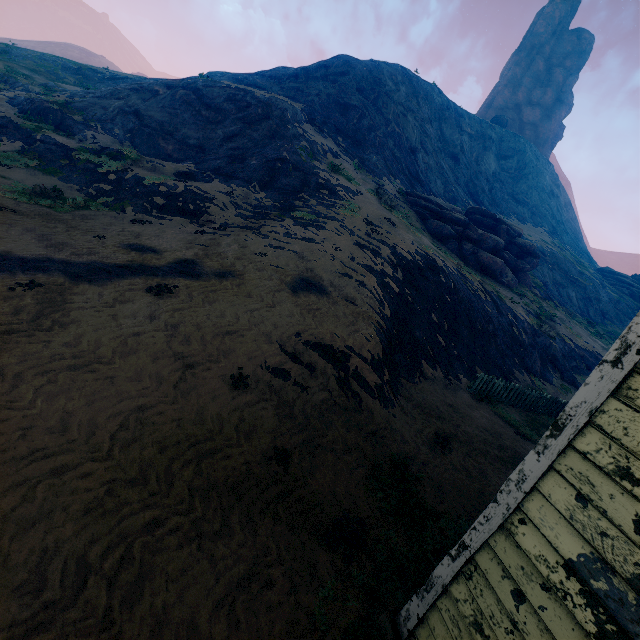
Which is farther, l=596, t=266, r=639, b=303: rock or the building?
l=596, t=266, r=639, b=303: rock

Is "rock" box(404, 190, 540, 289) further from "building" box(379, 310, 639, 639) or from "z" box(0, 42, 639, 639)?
"building" box(379, 310, 639, 639)

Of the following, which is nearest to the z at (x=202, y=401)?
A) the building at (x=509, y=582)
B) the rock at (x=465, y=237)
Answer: the building at (x=509, y=582)

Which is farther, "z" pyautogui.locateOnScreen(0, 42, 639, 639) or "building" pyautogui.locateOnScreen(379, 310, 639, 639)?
"z" pyautogui.locateOnScreen(0, 42, 639, 639)

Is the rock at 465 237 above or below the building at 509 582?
above

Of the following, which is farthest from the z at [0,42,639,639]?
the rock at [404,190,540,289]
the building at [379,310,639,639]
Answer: the rock at [404,190,540,289]

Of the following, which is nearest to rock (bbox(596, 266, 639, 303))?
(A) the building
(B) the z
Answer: (B) the z

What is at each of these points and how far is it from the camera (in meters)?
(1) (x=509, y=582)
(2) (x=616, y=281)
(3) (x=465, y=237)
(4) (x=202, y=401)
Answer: (1) building, 2.42
(2) rock, 48.50
(3) rock, 25.47
(4) z, 6.11
